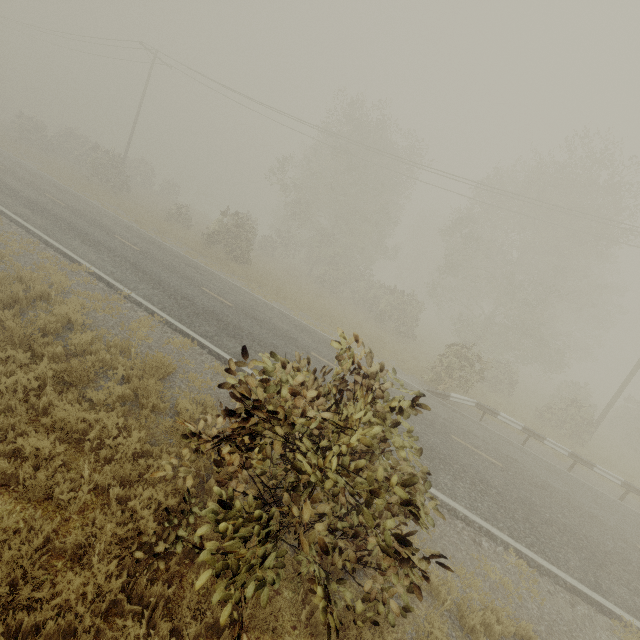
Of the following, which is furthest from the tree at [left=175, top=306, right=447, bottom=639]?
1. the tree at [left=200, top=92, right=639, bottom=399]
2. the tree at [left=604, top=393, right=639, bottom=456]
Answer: the tree at [left=200, top=92, right=639, bottom=399]

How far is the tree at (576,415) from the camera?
16.9m

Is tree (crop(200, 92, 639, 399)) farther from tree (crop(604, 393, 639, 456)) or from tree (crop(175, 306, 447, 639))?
tree (crop(175, 306, 447, 639))

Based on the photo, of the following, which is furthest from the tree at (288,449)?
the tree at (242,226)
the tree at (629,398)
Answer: the tree at (242,226)

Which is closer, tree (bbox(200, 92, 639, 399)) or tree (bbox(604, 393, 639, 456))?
tree (bbox(200, 92, 639, 399))

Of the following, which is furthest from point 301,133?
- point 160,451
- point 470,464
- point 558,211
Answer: point 160,451
